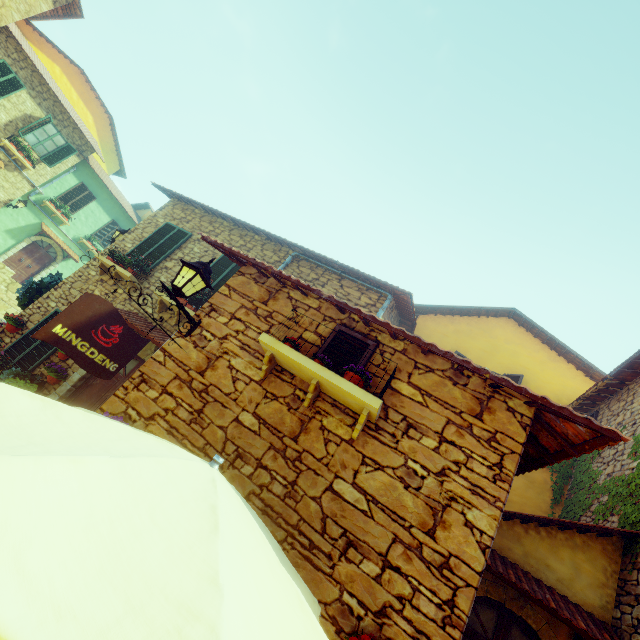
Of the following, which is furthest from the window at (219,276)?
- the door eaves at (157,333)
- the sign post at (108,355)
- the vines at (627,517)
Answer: the vines at (627,517)

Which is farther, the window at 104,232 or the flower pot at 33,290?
the window at 104,232

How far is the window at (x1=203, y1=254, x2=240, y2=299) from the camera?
8.2 meters

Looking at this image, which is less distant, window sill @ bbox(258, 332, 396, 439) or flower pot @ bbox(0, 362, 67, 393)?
window sill @ bbox(258, 332, 396, 439)

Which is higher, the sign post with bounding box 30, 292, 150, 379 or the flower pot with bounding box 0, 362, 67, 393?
the sign post with bounding box 30, 292, 150, 379

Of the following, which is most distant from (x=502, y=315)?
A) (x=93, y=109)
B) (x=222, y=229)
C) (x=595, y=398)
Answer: (x=93, y=109)

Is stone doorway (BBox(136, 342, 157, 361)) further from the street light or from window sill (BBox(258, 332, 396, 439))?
window sill (BBox(258, 332, 396, 439))

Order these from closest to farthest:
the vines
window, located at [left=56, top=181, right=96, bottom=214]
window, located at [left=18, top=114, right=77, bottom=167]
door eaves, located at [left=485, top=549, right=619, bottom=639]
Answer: door eaves, located at [left=485, top=549, right=619, bottom=639] < the vines < window, located at [left=18, top=114, right=77, bottom=167] < window, located at [left=56, top=181, right=96, bottom=214]
